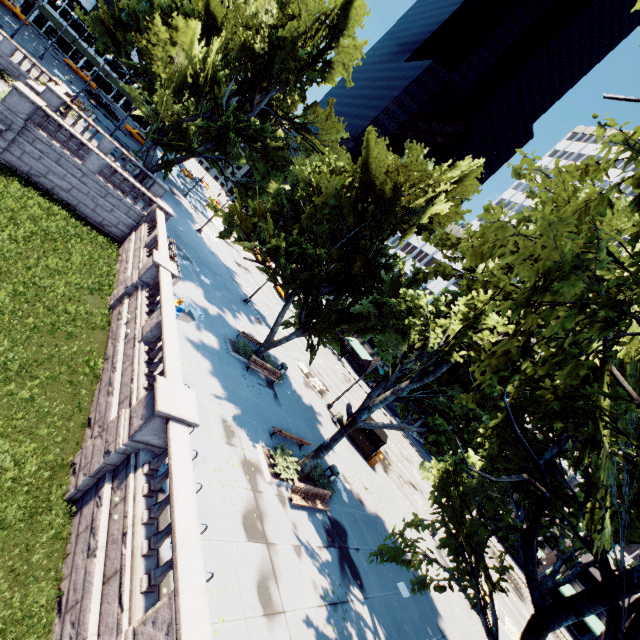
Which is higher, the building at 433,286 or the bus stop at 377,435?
the building at 433,286

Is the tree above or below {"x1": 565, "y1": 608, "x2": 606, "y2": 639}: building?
above

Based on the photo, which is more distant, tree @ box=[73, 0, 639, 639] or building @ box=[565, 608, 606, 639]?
building @ box=[565, 608, 606, 639]

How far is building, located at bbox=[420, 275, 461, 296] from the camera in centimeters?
5597cm

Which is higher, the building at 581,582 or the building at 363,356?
the building at 581,582

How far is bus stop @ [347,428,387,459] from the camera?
26.4m

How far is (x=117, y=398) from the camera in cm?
1133
